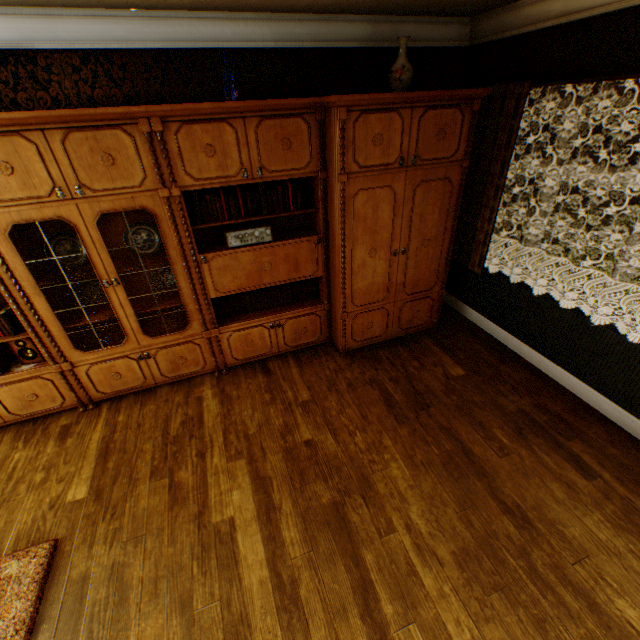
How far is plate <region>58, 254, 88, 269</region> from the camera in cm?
287

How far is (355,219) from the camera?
3.0 meters

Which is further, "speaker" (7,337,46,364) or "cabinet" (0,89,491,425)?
"speaker" (7,337,46,364)

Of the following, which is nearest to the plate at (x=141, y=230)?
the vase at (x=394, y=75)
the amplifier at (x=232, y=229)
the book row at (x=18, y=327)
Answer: the amplifier at (x=232, y=229)

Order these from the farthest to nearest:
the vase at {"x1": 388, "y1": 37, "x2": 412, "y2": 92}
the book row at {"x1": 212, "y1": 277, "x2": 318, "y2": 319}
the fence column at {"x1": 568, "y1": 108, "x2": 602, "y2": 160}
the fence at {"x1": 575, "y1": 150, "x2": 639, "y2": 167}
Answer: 1. the fence column at {"x1": 568, "y1": 108, "x2": 602, "y2": 160}
2. the fence at {"x1": 575, "y1": 150, "x2": 639, "y2": 167}
3. the book row at {"x1": 212, "y1": 277, "x2": 318, "y2": 319}
4. the vase at {"x1": 388, "y1": 37, "x2": 412, "y2": 92}

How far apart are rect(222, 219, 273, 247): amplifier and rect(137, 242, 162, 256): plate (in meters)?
0.58

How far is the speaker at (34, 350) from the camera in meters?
2.9 m

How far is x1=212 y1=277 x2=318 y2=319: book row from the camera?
3.5m
